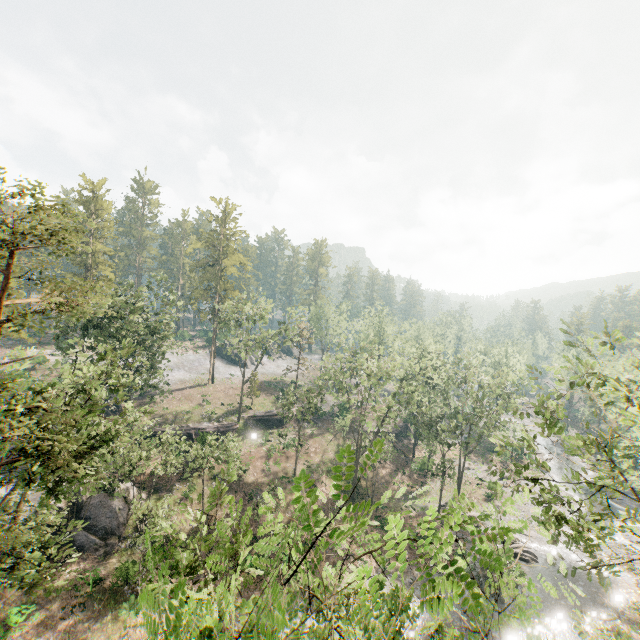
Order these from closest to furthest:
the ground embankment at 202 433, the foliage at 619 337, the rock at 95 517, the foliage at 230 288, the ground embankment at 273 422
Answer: the foliage at 230 288
the foliage at 619 337
the rock at 95 517
the ground embankment at 202 433
the ground embankment at 273 422

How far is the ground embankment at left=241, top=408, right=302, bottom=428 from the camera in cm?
4881

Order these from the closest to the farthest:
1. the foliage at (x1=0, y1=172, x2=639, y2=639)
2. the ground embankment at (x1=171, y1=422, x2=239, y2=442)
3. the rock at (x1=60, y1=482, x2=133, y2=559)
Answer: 1. the foliage at (x1=0, y1=172, x2=639, y2=639)
2. the rock at (x1=60, y1=482, x2=133, y2=559)
3. the ground embankment at (x1=171, y1=422, x2=239, y2=442)

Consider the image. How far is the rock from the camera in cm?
2633

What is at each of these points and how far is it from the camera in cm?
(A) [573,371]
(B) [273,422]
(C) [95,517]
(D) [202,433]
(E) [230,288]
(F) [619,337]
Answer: (A) foliage, 1181
(B) ground embankment, 4931
(C) rock, 2741
(D) ground embankment, 3784
(E) foliage, 5797
(F) foliage, 1189

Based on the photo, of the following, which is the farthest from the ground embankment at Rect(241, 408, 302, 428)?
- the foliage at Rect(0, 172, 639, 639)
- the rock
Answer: the rock

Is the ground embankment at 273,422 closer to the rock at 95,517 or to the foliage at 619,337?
the foliage at 619,337

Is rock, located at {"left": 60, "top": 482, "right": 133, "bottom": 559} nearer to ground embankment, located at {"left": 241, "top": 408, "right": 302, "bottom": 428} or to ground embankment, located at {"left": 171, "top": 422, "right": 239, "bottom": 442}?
ground embankment, located at {"left": 171, "top": 422, "right": 239, "bottom": 442}
